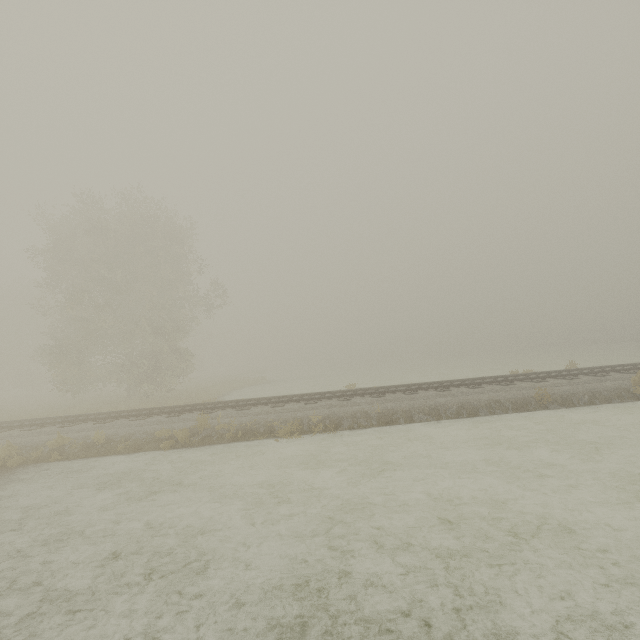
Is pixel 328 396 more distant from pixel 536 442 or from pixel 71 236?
pixel 71 236
